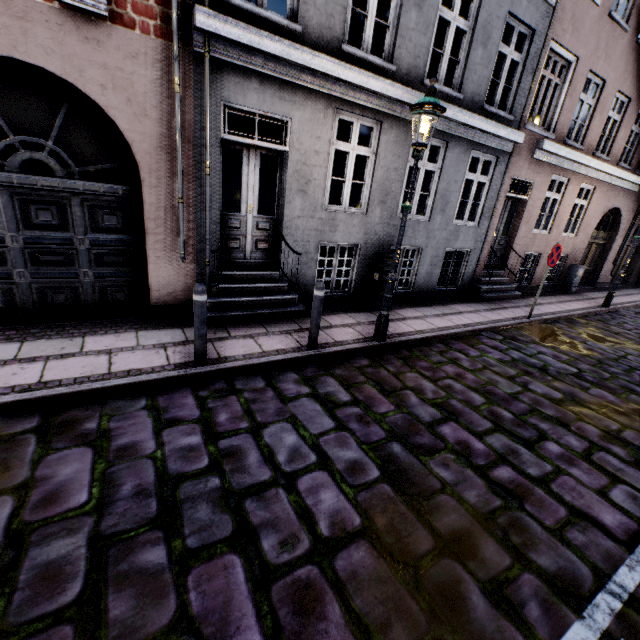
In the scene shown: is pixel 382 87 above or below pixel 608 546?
above

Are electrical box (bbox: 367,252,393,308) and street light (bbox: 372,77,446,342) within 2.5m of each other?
yes

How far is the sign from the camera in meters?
7.6

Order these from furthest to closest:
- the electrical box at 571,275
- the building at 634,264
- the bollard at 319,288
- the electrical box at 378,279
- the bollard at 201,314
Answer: the building at 634,264, the electrical box at 571,275, the electrical box at 378,279, the bollard at 319,288, the bollard at 201,314

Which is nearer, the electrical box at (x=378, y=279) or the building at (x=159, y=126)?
the building at (x=159, y=126)

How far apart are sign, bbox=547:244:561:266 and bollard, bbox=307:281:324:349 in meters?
6.1 m

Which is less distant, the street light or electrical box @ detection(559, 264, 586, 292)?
the street light

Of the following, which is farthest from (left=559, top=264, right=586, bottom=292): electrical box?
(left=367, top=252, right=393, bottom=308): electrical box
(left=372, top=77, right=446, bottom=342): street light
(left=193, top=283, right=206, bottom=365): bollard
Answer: (left=193, top=283, right=206, bottom=365): bollard
